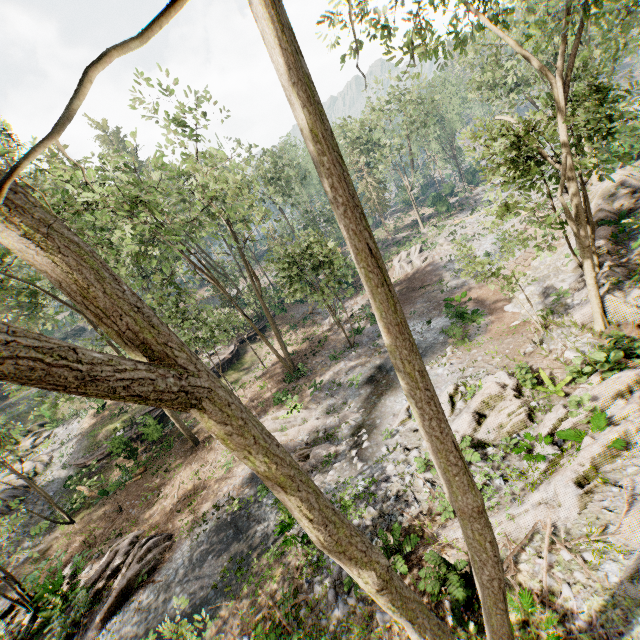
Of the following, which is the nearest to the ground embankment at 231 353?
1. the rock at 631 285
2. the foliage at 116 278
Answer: the foliage at 116 278

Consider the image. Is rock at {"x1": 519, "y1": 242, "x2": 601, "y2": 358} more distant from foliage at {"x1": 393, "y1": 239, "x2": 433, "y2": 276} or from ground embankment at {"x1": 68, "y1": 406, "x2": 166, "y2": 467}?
ground embankment at {"x1": 68, "y1": 406, "x2": 166, "y2": 467}

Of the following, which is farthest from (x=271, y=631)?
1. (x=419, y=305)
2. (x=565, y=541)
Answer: (x=419, y=305)

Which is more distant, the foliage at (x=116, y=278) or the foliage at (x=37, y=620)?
the foliage at (x=37, y=620)

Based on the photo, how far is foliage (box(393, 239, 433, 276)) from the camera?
33.47m

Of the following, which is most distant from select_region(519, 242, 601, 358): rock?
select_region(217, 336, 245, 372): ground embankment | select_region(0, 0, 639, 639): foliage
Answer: select_region(217, 336, 245, 372): ground embankment

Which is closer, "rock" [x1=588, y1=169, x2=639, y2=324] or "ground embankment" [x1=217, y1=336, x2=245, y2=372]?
"rock" [x1=588, y1=169, x2=639, y2=324]
